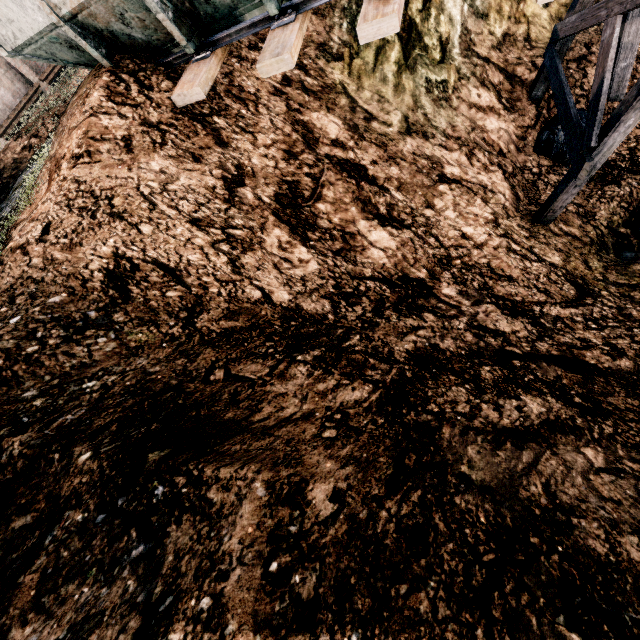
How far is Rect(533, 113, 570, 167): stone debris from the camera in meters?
9.9

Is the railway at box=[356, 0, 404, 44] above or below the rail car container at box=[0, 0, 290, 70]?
below

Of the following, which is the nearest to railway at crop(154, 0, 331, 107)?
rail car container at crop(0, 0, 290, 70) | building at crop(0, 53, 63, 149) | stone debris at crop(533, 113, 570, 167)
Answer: rail car container at crop(0, 0, 290, 70)

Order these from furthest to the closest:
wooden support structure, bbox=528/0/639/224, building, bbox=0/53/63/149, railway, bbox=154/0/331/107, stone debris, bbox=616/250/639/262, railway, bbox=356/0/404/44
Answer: building, bbox=0/53/63/149 → stone debris, bbox=616/250/639/262 → wooden support structure, bbox=528/0/639/224 → railway, bbox=154/0/331/107 → railway, bbox=356/0/404/44

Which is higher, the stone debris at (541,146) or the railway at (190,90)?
the railway at (190,90)

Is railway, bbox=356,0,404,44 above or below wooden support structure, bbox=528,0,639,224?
above

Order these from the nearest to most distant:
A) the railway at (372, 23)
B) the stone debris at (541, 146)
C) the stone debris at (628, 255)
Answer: the railway at (372, 23), the stone debris at (628, 255), the stone debris at (541, 146)

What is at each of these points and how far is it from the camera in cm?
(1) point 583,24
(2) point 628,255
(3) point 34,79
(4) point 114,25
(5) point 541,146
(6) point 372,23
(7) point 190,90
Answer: (1) wooden support structure, 762
(2) stone debris, 888
(3) building, 1731
(4) rail car container, 644
(5) stone debris, 1023
(6) railway, 476
(7) railway, 626
